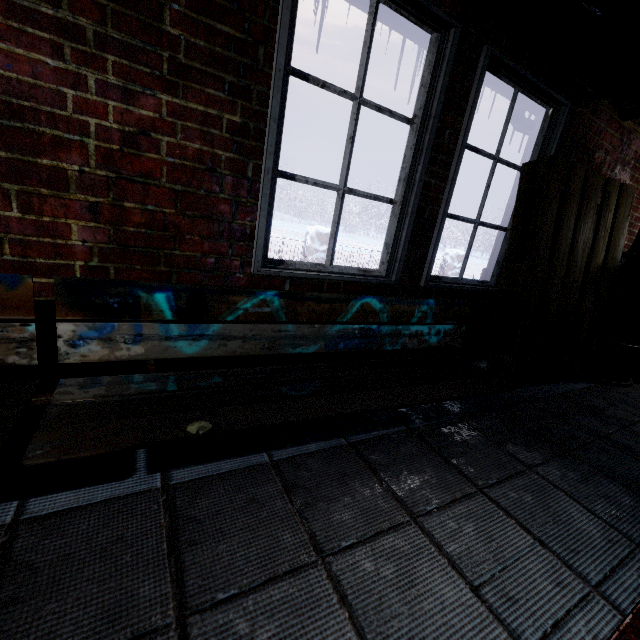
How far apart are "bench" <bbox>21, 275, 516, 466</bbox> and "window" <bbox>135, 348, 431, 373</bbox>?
0.12m

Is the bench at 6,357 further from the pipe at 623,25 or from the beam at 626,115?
the beam at 626,115

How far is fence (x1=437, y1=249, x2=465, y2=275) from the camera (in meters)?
9.38

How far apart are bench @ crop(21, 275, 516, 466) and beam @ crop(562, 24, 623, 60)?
1.51m

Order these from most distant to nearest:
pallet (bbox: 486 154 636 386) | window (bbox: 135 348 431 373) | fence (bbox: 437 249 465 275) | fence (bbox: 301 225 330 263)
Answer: fence (bbox: 437 249 465 275) → fence (bbox: 301 225 330 263) → pallet (bbox: 486 154 636 386) → window (bbox: 135 348 431 373)

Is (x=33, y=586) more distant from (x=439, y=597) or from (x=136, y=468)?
(x=439, y=597)

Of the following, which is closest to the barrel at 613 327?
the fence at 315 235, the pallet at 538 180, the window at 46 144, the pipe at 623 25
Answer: the pallet at 538 180
